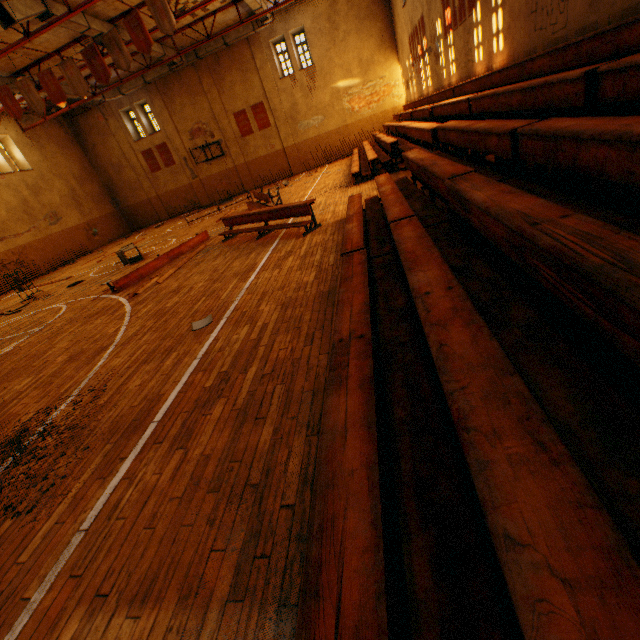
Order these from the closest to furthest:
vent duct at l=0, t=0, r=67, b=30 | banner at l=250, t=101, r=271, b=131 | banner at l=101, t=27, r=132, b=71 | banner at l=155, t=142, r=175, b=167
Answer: vent duct at l=0, t=0, r=67, b=30, banner at l=101, t=27, r=132, b=71, banner at l=250, t=101, r=271, b=131, banner at l=155, t=142, r=175, b=167

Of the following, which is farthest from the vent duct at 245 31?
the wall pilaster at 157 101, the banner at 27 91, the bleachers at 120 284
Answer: the bleachers at 120 284

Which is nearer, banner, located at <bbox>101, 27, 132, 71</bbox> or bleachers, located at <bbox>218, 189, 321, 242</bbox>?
bleachers, located at <bbox>218, 189, 321, 242</bbox>

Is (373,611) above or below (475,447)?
below

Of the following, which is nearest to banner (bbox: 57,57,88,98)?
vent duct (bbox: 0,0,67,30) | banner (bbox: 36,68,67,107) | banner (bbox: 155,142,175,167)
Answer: A: banner (bbox: 36,68,67,107)

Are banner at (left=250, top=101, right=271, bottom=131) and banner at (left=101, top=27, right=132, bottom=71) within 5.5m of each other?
no

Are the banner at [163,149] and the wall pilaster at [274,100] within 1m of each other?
no

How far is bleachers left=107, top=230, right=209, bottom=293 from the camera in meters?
8.9
